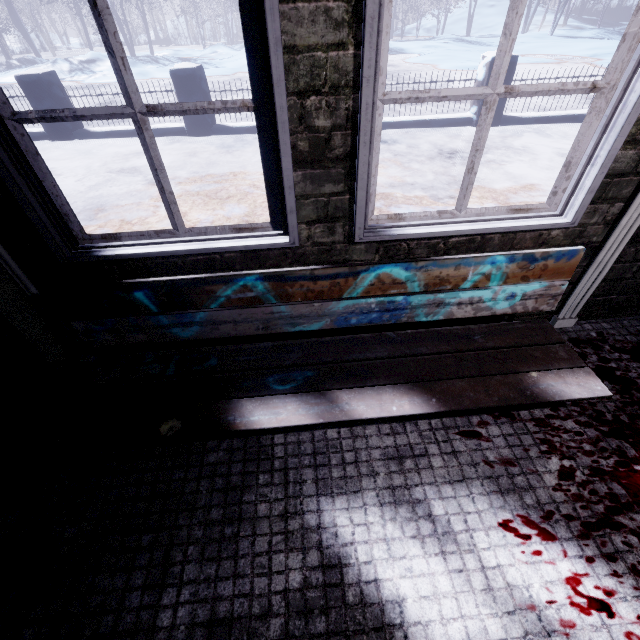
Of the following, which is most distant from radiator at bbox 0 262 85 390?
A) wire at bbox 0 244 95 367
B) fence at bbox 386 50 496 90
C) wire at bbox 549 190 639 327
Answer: fence at bbox 386 50 496 90

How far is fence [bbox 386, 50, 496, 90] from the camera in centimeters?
477cm

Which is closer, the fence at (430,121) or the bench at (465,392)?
the bench at (465,392)

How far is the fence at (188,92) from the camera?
4.8 meters

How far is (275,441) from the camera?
1.3m

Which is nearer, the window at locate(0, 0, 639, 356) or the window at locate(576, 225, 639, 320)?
the window at locate(0, 0, 639, 356)

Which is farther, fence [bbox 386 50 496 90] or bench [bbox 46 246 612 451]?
fence [bbox 386 50 496 90]
